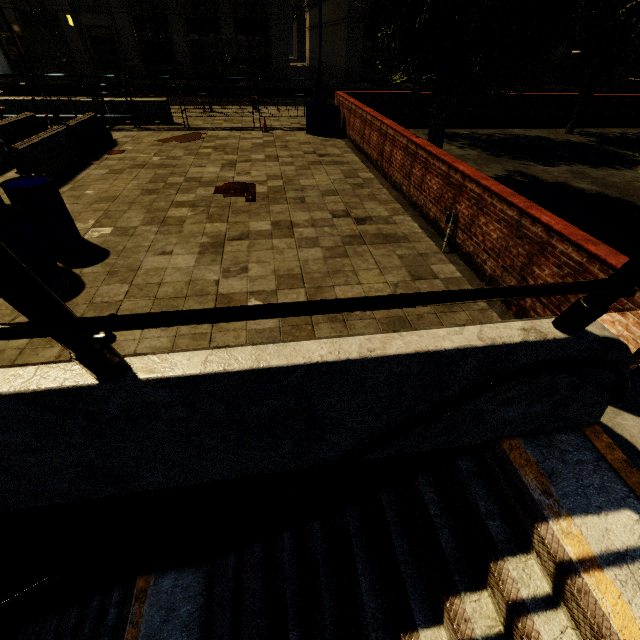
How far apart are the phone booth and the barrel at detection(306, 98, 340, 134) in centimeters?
3402cm

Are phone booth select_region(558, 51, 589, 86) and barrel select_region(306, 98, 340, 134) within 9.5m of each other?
no

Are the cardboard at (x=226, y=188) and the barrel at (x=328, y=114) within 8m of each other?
yes

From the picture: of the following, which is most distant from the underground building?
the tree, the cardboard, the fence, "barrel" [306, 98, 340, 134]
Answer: "barrel" [306, 98, 340, 134]

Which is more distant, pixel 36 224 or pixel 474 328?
pixel 36 224

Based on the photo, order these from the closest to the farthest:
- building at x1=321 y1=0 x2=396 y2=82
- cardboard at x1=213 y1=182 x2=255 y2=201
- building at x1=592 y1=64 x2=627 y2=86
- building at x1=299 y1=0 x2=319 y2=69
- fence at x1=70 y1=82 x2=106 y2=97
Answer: cardboard at x1=213 y1=182 x2=255 y2=201
fence at x1=70 y1=82 x2=106 y2=97
building at x1=321 y1=0 x2=396 y2=82
building at x1=592 y1=64 x2=627 y2=86
building at x1=299 y1=0 x2=319 y2=69

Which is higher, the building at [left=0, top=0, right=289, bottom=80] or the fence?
the fence

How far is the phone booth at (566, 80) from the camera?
30.68m
